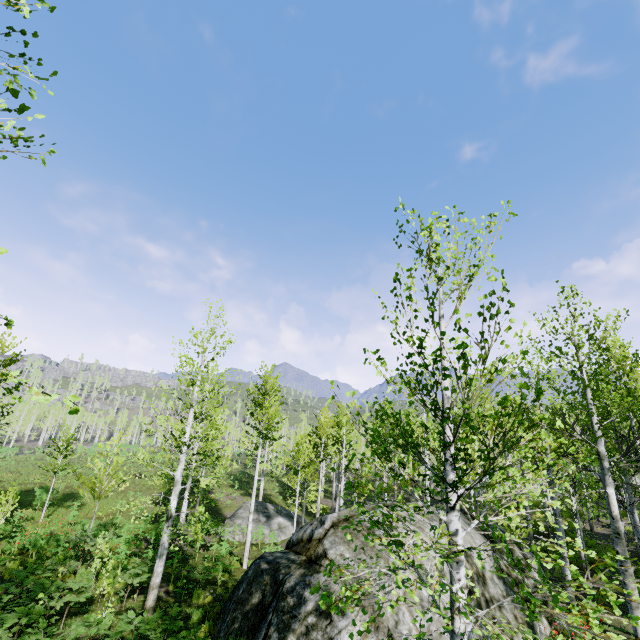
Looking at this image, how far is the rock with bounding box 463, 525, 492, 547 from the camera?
9.6 meters

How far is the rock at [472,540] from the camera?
9.6 meters

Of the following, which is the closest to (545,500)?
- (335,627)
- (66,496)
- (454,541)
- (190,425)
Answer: (454,541)

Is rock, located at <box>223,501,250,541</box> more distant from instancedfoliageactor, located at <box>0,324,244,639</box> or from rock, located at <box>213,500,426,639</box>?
rock, located at <box>213,500,426,639</box>

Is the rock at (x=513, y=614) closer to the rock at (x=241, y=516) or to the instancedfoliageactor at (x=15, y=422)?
the rock at (x=241, y=516)

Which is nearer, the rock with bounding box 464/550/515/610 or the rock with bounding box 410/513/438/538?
the rock with bounding box 464/550/515/610

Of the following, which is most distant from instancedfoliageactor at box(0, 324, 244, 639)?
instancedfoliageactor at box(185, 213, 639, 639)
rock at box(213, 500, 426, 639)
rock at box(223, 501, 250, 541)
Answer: instancedfoliageactor at box(185, 213, 639, 639)

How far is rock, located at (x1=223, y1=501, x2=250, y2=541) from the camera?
22.5m
